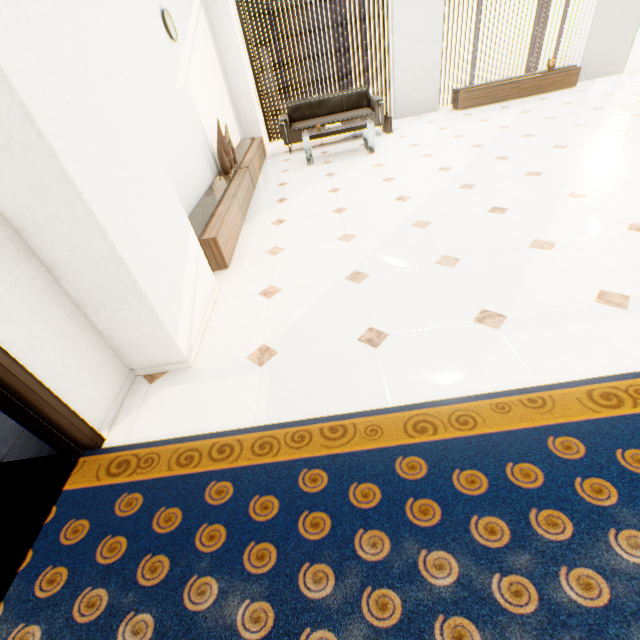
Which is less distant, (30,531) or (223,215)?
(30,531)

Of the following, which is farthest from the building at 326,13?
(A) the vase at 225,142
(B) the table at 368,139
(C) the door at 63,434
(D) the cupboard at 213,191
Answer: (C) the door at 63,434

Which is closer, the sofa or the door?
the door

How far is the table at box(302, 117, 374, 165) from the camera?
5.3m

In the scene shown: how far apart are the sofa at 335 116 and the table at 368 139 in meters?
0.5 m

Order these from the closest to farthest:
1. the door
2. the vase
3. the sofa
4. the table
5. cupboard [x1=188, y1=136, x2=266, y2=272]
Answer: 1. the door
2. cupboard [x1=188, y1=136, x2=266, y2=272]
3. the vase
4. the table
5. the sofa

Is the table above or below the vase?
below

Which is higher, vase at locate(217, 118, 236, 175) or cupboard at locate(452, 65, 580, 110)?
vase at locate(217, 118, 236, 175)
